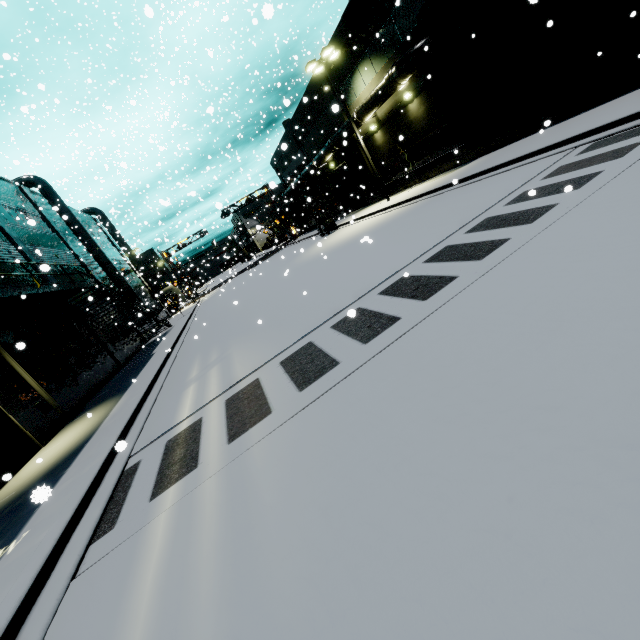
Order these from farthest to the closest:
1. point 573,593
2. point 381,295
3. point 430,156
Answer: point 430,156 → point 381,295 → point 573,593

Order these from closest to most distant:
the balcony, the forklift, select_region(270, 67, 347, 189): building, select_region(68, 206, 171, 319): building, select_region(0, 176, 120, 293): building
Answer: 1. the balcony
2. select_region(0, 176, 120, 293): building
3. select_region(270, 67, 347, 189): building
4. the forklift
5. select_region(68, 206, 171, 319): building

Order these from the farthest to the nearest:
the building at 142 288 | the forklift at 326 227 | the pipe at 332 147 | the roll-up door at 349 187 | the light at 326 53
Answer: the building at 142 288, the roll-up door at 349 187, the forklift at 326 227, the pipe at 332 147, the light at 326 53

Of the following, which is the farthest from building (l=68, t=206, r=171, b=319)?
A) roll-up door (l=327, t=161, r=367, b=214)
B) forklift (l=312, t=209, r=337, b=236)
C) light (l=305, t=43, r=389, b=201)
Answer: forklift (l=312, t=209, r=337, b=236)

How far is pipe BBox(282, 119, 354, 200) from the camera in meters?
23.5 m

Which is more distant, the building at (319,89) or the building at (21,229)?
the building at (319,89)

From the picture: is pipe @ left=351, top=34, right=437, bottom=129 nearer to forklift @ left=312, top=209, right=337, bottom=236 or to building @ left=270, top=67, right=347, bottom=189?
building @ left=270, top=67, right=347, bottom=189

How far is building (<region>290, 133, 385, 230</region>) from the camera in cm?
2639
